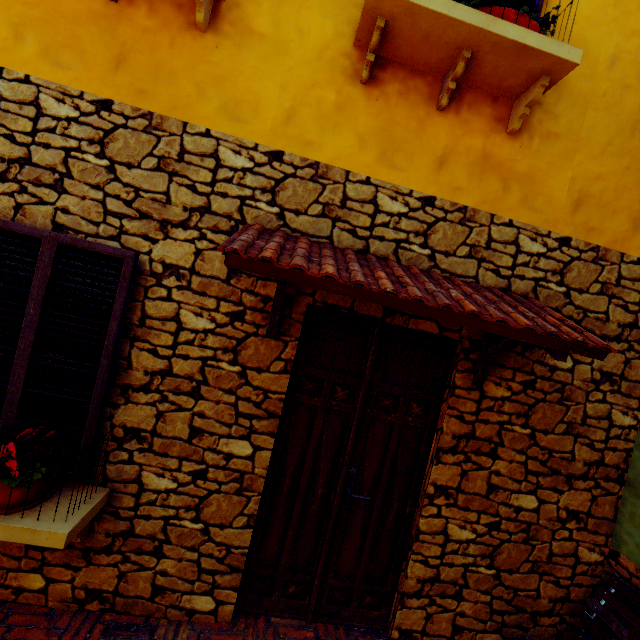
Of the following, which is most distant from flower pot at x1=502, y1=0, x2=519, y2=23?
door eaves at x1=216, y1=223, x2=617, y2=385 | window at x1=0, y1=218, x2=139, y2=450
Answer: window at x1=0, y1=218, x2=139, y2=450

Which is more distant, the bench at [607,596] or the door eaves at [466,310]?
the bench at [607,596]

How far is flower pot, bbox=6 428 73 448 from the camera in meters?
2.1

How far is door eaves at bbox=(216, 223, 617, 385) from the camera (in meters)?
1.80

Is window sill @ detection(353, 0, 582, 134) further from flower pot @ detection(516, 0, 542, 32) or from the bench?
the bench

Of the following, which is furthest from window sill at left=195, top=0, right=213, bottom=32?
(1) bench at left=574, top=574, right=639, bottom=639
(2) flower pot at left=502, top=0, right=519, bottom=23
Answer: (1) bench at left=574, top=574, right=639, bottom=639

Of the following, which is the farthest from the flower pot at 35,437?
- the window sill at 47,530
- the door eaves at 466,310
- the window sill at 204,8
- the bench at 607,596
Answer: the bench at 607,596

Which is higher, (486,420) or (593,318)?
(593,318)
